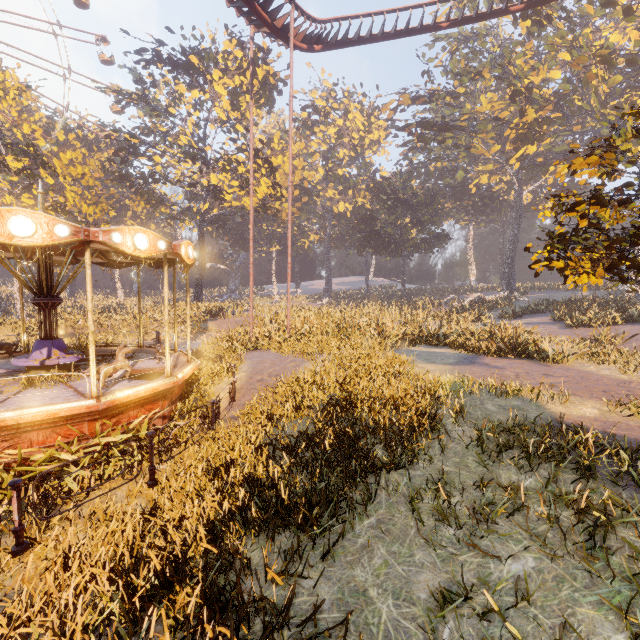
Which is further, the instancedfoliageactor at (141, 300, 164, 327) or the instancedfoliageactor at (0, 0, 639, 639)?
the instancedfoliageactor at (141, 300, 164, 327)

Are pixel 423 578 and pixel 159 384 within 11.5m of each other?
yes

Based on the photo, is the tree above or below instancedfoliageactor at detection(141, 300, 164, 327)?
above

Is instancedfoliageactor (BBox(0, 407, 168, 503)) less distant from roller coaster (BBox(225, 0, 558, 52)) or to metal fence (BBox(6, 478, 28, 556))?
metal fence (BBox(6, 478, 28, 556))

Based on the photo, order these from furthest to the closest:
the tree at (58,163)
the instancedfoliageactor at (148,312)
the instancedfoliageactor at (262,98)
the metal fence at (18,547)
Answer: the instancedfoliageactor at (262,98) → the instancedfoliageactor at (148,312) → the tree at (58,163) → the metal fence at (18,547)

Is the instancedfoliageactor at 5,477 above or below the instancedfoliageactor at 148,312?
below

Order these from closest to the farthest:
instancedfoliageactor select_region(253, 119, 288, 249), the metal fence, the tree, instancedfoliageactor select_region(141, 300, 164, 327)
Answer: the metal fence → the tree → instancedfoliageactor select_region(141, 300, 164, 327) → instancedfoliageactor select_region(253, 119, 288, 249)
